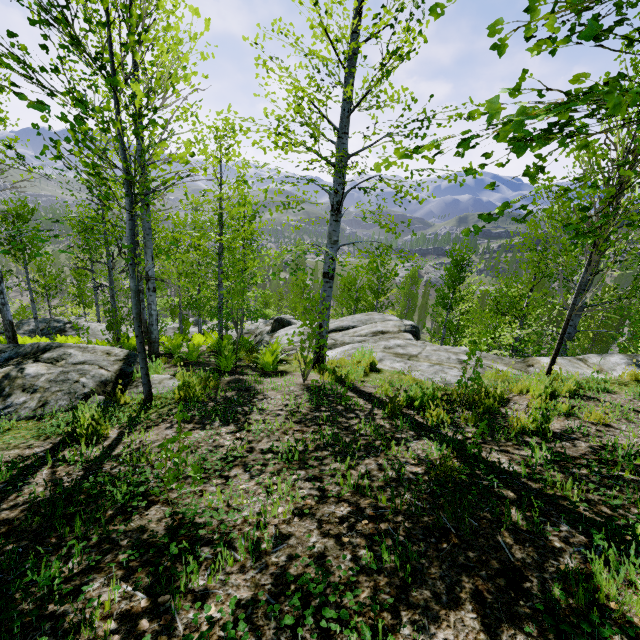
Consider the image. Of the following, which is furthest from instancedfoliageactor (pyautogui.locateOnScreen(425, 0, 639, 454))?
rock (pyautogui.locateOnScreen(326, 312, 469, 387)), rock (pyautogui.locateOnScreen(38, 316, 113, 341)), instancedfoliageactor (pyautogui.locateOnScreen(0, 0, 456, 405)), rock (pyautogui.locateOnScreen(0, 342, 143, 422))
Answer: rock (pyautogui.locateOnScreen(38, 316, 113, 341))

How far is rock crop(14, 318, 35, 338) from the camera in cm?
1648

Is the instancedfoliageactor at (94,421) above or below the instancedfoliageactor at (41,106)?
below

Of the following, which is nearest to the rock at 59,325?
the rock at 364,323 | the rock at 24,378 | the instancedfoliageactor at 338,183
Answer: the instancedfoliageactor at 338,183

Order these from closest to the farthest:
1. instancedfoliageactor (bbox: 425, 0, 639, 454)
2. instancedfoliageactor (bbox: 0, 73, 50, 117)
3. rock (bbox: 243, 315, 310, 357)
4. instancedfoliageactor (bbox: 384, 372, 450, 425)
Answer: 1. instancedfoliageactor (bbox: 425, 0, 639, 454)
2. instancedfoliageactor (bbox: 0, 73, 50, 117)
3. instancedfoliageactor (bbox: 384, 372, 450, 425)
4. rock (bbox: 243, 315, 310, 357)

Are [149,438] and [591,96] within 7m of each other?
yes

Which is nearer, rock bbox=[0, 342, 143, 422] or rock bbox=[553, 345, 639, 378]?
rock bbox=[0, 342, 143, 422]

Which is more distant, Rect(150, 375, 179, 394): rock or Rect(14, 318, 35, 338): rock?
Rect(14, 318, 35, 338): rock
